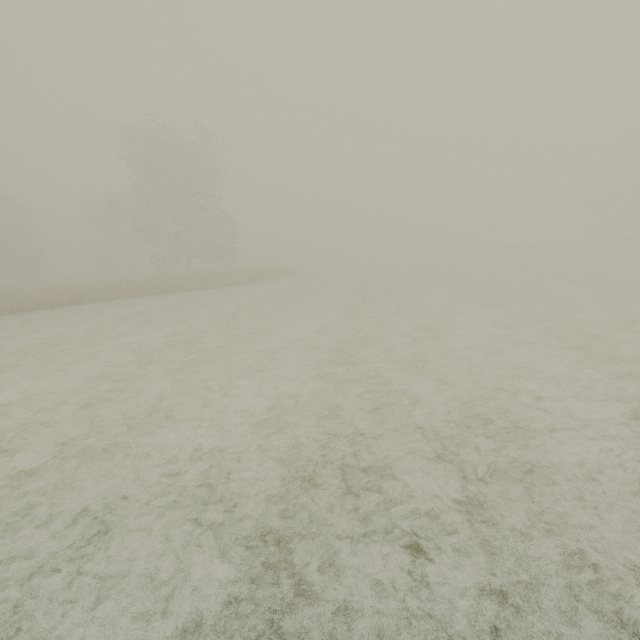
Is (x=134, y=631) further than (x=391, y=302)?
No
